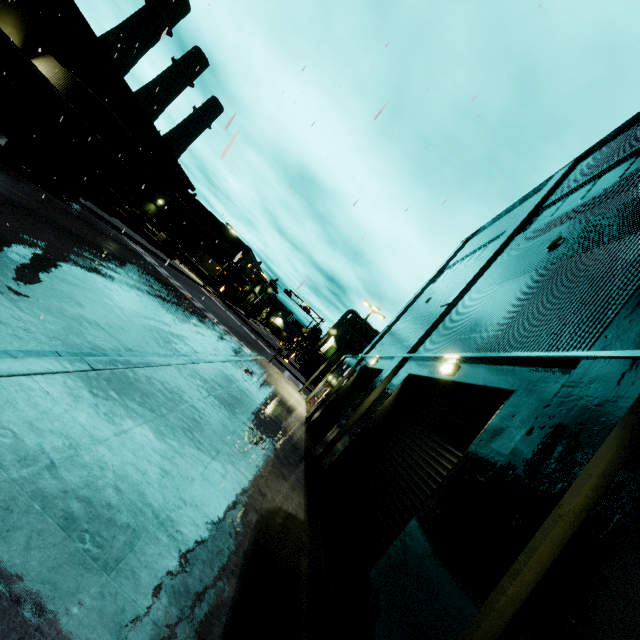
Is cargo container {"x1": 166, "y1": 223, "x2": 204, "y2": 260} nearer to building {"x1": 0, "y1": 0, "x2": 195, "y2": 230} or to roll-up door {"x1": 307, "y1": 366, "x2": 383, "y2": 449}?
building {"x1": 0, "y1": 0, "x2": 195, "y2": 230}

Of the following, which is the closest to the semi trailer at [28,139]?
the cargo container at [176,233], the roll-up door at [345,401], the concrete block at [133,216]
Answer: the roll-up door at [345,401]

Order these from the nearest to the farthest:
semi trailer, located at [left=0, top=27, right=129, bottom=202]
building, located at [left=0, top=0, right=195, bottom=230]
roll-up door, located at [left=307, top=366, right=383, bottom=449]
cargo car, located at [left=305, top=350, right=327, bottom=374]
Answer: semi trailer, located at [left=0, top=27, right=129, bottom=202]
roll-up door, located at [left=307, top=366, right=383, bottom=449]
building, located at [left=0, top=0, right=195, bottom=230]
cargo car, located at [left=305, top=350, right=327, bottom=374]

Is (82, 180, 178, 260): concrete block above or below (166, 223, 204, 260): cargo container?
below

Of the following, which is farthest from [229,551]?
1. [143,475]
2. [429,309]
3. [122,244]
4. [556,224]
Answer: [122,244]

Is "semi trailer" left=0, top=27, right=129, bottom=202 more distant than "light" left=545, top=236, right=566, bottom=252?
Yes

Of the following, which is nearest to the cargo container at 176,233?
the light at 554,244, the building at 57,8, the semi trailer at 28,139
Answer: the building at 57,8

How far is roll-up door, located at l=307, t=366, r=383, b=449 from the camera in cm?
A: 1445
